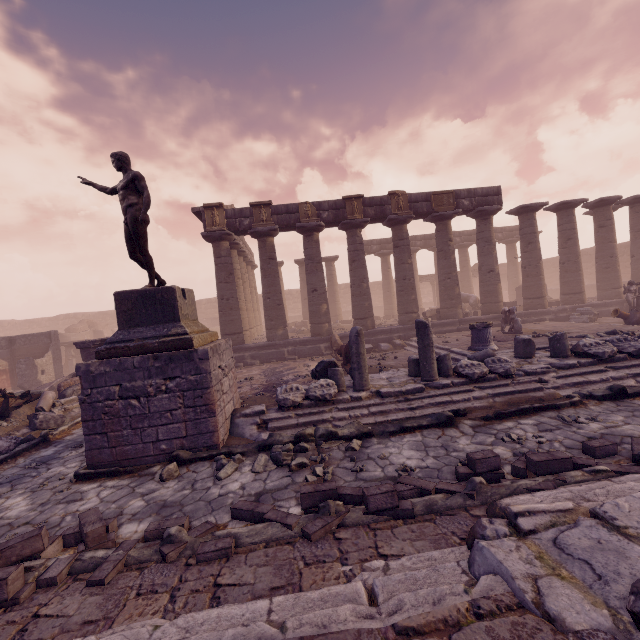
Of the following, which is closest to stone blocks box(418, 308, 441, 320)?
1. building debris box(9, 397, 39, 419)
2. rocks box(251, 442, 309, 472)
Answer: rocks box(251, 442, 309, 472)

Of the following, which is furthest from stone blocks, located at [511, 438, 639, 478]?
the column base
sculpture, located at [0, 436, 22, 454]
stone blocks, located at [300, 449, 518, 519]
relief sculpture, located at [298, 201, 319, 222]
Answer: relief sculpture, located at [298, 201, 319, 222]

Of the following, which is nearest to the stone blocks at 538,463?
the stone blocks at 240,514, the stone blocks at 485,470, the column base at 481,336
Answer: the stone blocks at 485,470

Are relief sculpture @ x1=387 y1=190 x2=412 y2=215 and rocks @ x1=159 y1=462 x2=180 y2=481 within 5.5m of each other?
no

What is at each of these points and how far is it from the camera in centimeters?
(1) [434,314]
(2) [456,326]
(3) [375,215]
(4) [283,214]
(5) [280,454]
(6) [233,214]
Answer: (1) stone blocks, 1795cm
(2) building base, 1605cm
(3) entablature, 1562cm
(4) entablature, 1526cm
(5) rocks, 533cm
(6) entablature, 1503cm

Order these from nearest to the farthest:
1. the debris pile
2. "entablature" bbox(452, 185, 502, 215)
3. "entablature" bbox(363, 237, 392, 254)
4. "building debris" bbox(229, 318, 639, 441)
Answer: "building debris" bbox(229, 318, 639, 441), the debris pile, "entablature" bbox(452, 185, 502, 215), "entablature" bbox(363, 237, 392, 254)

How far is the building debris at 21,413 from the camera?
8.6m

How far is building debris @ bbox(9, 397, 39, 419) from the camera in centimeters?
865cm
